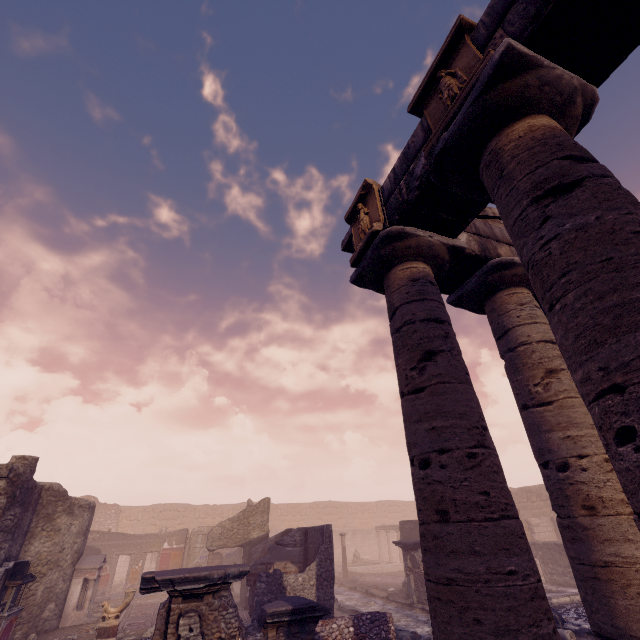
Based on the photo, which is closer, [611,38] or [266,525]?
[611,38]

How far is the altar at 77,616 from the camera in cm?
1195

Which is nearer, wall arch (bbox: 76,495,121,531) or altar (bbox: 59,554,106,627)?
altar (bbox: 59,554,106,627)

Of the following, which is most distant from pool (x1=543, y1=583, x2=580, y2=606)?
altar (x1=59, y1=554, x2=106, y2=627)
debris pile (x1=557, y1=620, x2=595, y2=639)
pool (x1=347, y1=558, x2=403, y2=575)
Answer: altar (x1=59, y1=554, x2=106, y2=627)

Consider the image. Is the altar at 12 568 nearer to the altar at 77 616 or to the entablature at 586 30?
the altar at 77 616

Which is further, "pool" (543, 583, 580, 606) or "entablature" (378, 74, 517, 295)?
"pool" (543, 583, 580, 606)

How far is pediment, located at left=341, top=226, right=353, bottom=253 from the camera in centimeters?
629cm

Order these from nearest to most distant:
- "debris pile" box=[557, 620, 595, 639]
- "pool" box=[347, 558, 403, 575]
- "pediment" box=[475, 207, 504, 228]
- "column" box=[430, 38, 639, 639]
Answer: "column" box=[430, 38, 639, 639] → "pediment" box=[475, 207, 504, 228] → "debris pile" box=[557, 620, 595, 639] → "pool" box=[347, 558, 403, 575]
